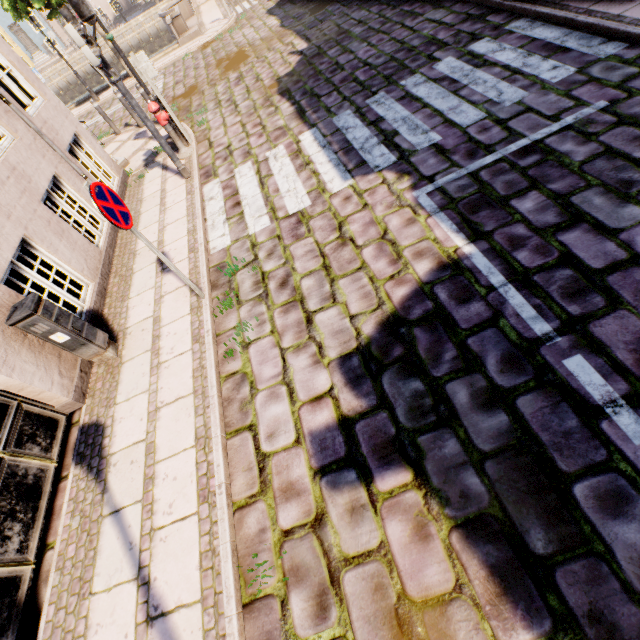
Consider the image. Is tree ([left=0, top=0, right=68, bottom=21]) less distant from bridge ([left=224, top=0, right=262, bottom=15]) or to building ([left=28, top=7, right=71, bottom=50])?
bridge ([left=224, top=0, right=262, bottom=15])

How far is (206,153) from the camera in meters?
7.9

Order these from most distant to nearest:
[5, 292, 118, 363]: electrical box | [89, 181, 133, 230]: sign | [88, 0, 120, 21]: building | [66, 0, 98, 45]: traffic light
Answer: [88, 0, 120, 21]: building → [66, 0, 98, 45]: traffic light → [5, 292, 118, 363]: electrical box → [89, 181, 133, 230]: sign

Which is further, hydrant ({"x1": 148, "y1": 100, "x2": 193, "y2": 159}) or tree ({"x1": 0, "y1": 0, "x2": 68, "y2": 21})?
tree ({"x1": 0, "y1": 0, "x2": 68, "y2": 21})

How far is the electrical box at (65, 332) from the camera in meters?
3.8 m

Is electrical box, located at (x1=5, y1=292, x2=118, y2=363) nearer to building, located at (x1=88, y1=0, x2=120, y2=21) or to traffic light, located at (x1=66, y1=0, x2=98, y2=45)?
traffic light, located at (x1=66, y1=0, x2=98, y2=45)

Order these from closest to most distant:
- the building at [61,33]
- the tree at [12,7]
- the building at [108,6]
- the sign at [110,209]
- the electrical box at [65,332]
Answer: the sign at [110,209] < the electrical box at [65,332] < the tree at [12,7] < the building at [61,33] < the building at [108,6]

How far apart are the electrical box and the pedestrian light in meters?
4.1 m
